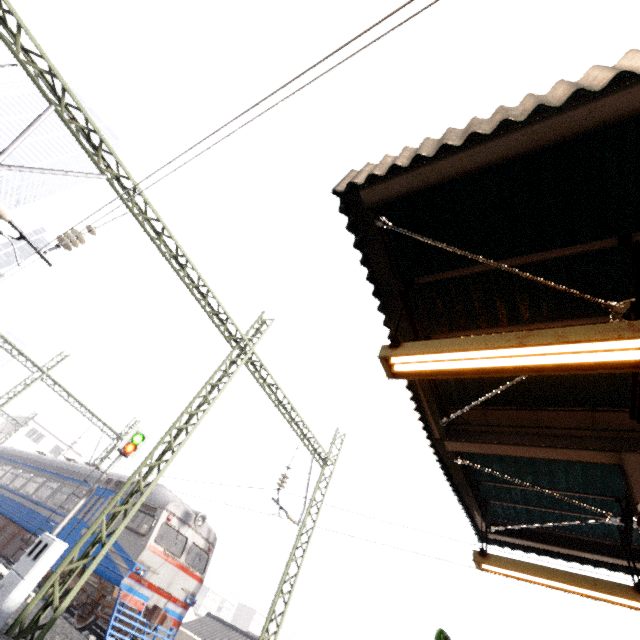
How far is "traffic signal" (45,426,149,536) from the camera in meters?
12.2 m

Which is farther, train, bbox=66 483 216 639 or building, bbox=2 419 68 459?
building, bbox=2 419 68 459

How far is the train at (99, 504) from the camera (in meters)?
12.16

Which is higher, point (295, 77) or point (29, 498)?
point (295, 77)

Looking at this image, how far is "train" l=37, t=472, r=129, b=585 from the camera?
12.2m

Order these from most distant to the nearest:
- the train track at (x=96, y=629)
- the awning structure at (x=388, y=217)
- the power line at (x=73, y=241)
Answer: the train track at (x=96, y=629) < the power line at (x=73, y=241) < the awning structure at (x=388, y=217)

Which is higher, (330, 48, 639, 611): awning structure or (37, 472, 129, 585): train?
(330, 48, 639, 611): awning structure

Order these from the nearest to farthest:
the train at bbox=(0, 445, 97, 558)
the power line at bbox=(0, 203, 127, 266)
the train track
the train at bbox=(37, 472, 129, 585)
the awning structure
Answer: the awning structure < the power line at bbox=(0, 203, 127, 266) < the train track < the train at bbox=(37, 472, 129, 585) < the train at bbox=(0, 445, 97, 558)
